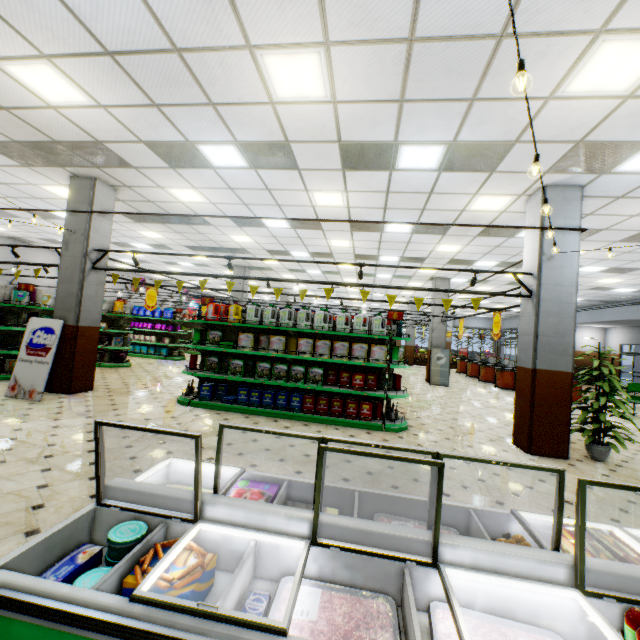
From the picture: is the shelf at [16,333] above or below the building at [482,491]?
above

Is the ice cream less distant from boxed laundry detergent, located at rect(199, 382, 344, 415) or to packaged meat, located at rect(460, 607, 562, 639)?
packaged meat, located at rect(460, 607, 562, 639)

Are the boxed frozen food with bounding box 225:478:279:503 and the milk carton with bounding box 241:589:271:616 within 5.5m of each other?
yes

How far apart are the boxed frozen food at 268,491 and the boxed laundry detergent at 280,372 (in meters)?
4.48

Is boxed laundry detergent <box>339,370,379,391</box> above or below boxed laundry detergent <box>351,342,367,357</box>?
below

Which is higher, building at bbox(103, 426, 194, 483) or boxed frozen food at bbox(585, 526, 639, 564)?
boxed frozen food at bbox(585, 526, 639, 564)

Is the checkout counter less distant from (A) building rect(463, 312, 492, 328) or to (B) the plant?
(A) building rect(463, 312, 492, 328)

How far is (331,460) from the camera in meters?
4.8
